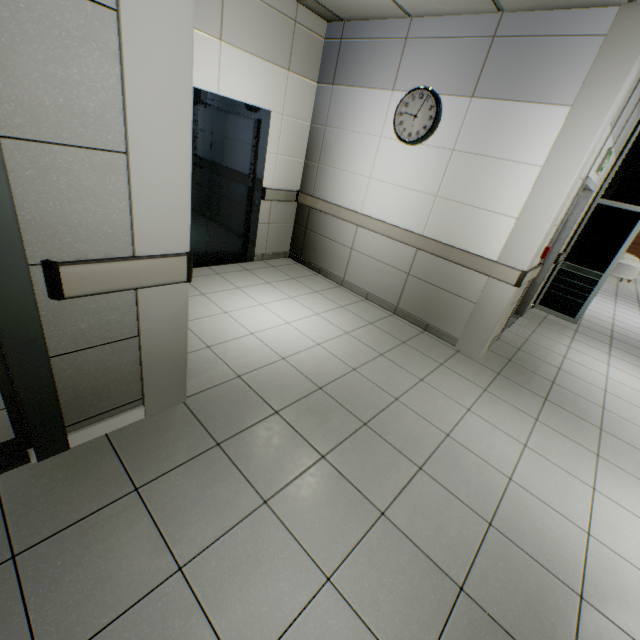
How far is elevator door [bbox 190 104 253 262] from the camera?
4.0 meters

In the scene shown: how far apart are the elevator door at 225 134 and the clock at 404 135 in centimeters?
188cm

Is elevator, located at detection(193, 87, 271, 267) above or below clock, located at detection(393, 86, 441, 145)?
below

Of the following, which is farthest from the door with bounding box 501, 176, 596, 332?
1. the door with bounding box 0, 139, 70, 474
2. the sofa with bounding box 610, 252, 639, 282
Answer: the sofa with bounding box 610, 252, 639, 282

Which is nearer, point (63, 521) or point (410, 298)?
point (63, 521)

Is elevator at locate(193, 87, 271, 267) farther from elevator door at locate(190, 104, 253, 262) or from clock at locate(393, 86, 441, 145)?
clock at locate(393, 86, 441, 145)

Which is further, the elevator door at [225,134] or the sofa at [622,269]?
the sofa at [622,269]

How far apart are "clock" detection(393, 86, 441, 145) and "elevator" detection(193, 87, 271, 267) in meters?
1.6
